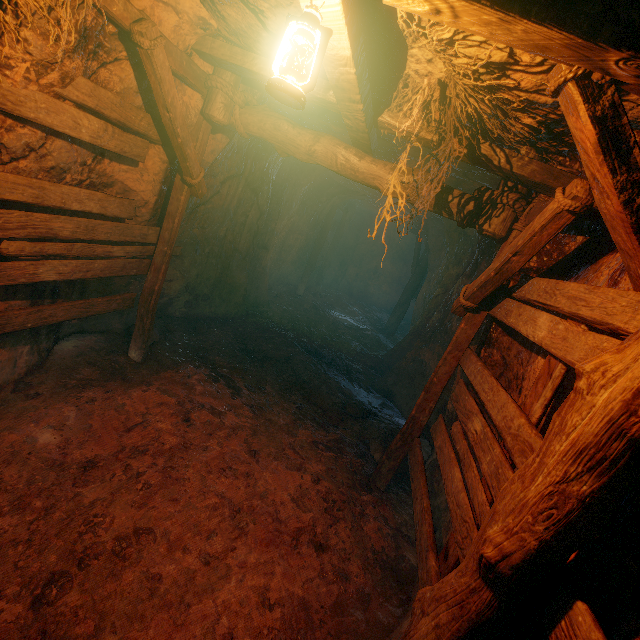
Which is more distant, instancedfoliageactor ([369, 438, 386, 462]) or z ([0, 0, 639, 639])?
instancedfoliageactor ([369, 438, 386, 462])

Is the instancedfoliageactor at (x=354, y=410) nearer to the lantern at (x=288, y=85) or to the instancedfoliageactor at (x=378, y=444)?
the instancedfoliageactor at (x=378, y=444)

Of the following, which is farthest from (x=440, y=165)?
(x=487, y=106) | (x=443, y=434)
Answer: (x=443, y=434)

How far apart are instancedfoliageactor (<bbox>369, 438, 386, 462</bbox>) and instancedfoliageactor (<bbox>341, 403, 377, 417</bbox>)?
0.6m

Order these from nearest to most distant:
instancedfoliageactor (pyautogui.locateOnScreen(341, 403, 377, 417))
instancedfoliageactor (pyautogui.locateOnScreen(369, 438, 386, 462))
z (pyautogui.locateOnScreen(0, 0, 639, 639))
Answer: z (pyautogui.locateOnScreen(0, 0, 639, 639)), instancedfoliageactor (pyautogui.locateOnScreen(369, 438, 386, 462)), instancedfoliageactor (pyautogui.locateOnScreen(341, 403, 377, 417))

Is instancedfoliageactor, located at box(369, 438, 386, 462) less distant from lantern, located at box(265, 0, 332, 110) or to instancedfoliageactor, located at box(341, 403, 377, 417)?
instancedfoliageactor, located at box(341, 403, 377, 417)

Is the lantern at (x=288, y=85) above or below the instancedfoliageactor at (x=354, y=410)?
above

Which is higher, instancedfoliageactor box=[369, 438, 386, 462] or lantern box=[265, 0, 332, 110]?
lantern box=[265, 0, 332, 110]
